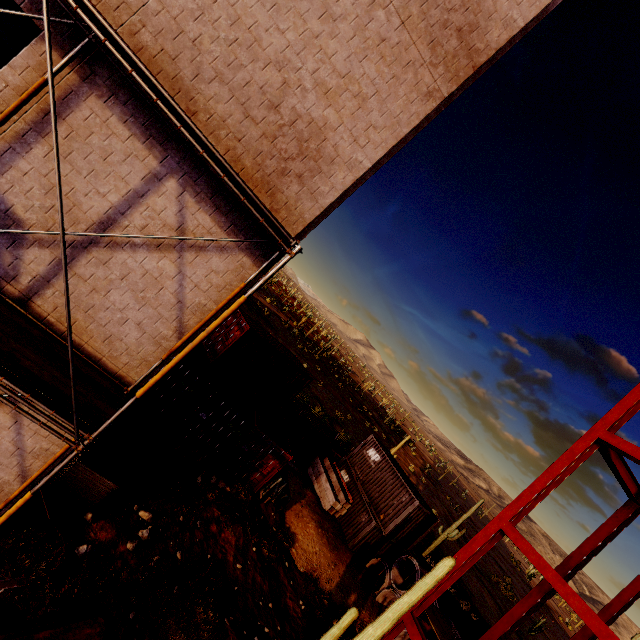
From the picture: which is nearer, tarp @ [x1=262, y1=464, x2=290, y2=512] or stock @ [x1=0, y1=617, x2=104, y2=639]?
stock @ [x1=0, y1=617, x2=104, y2=639]

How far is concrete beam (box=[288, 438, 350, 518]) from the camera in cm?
1945

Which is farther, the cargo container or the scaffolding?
the cargo container

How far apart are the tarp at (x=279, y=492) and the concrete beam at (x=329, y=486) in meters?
4.7 m

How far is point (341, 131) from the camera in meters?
5.9

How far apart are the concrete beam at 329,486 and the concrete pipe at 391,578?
3.2m

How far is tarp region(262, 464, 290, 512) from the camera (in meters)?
15.11

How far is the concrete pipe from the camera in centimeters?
1614cm
